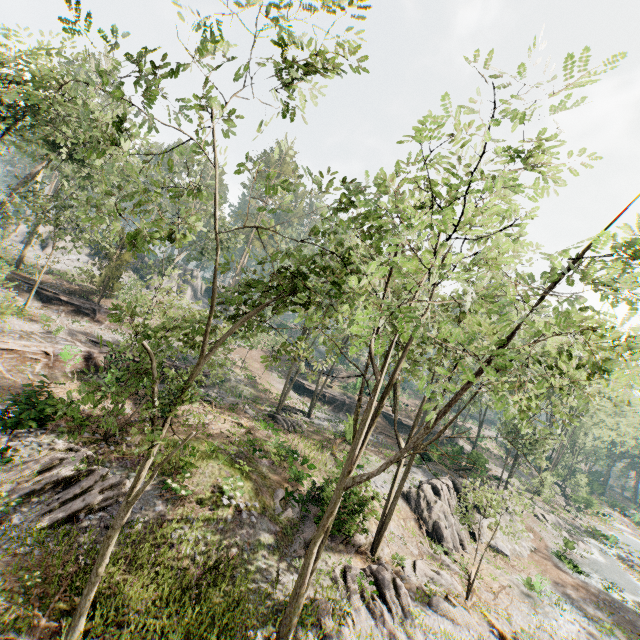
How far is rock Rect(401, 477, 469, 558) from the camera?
22.5m

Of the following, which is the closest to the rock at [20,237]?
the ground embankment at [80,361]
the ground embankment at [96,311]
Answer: the ground embankment at [96,311]

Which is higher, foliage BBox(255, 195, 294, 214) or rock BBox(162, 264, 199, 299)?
foliage BBox(255, 195, 294, 214)

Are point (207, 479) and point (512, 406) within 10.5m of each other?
no

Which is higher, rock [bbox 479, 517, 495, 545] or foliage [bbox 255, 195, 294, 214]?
foliage [bbox 255, 195, 294, 214]

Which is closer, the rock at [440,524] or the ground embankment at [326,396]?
the rock at [440,524]

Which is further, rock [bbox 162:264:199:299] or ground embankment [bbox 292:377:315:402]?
rock [bbox 162:264:199:299]

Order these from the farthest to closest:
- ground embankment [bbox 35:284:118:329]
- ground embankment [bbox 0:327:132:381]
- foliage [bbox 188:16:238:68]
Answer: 1. ground embankment [bbox 35:284:118:329]
2. ground embankment [bbox 0:327:132:381]
3. foliage [bbox 188:16:238:68]
